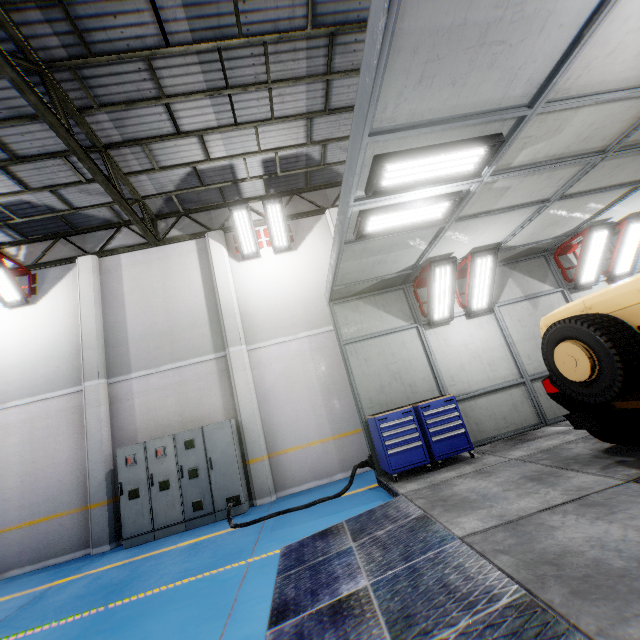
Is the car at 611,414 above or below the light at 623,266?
below

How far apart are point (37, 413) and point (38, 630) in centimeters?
603cm

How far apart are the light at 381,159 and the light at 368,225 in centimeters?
39cm

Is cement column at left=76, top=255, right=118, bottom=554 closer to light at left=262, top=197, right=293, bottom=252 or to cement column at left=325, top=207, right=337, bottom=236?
light at left=262, top=197, right=293, bottom=252

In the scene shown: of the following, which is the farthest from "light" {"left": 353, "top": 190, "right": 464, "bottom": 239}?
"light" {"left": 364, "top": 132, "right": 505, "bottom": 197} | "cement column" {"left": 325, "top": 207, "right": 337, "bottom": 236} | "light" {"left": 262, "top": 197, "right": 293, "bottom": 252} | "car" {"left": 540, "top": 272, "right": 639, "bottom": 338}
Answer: "light" {"left": 262, "top": 197, "right": 293, "bottom": 252}

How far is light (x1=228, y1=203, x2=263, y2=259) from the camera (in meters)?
9.45

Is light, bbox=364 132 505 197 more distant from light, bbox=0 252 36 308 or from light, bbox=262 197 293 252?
light, bbox=0 252 36 308

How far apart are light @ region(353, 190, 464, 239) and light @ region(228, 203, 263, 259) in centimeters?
542cm
